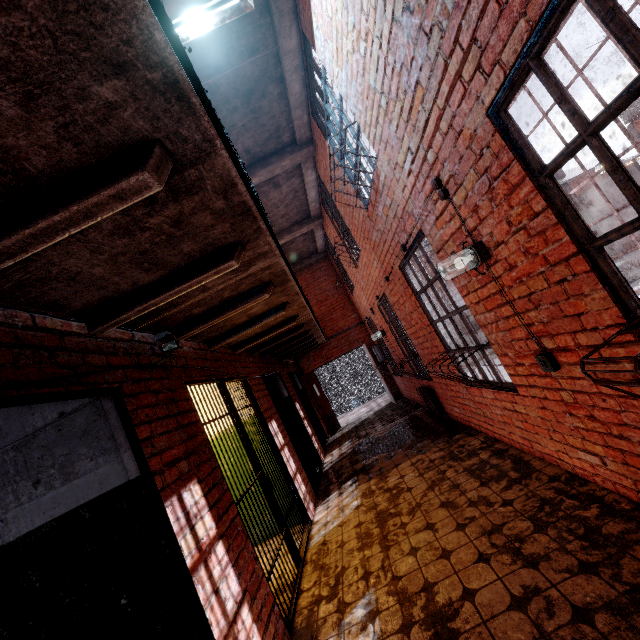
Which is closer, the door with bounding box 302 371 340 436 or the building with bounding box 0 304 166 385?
the building with bounding box 0 304 166 385

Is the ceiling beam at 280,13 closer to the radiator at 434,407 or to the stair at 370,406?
the radiator at 434,407

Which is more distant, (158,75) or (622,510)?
(622,510)

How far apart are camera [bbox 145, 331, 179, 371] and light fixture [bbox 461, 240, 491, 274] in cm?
222

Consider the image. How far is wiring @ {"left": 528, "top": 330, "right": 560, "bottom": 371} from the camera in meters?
2.4

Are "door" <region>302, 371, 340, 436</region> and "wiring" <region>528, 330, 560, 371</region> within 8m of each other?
no

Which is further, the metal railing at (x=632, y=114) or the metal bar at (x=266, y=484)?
the metal railing at (x=632, y=114)

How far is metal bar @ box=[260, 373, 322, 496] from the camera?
6.1m
